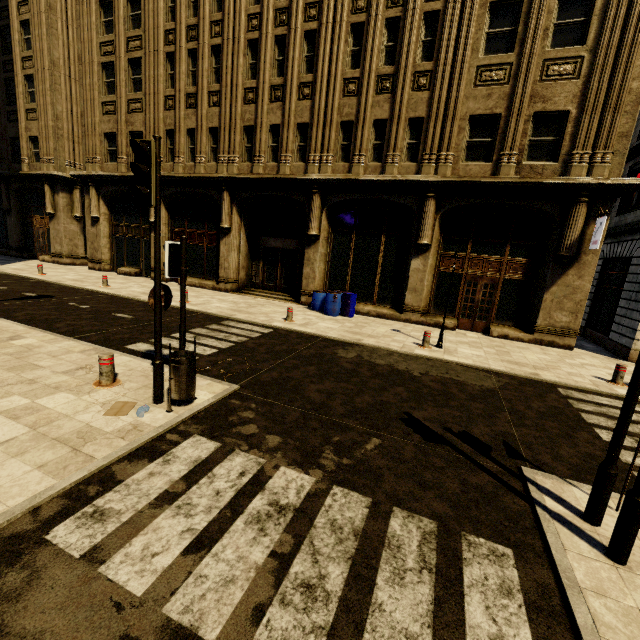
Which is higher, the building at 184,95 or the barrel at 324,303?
the building at 184,95

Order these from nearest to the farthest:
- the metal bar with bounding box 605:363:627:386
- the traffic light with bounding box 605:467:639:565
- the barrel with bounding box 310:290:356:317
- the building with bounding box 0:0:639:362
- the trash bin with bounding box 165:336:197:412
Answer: the traffic light with bounding box 605:467:639:565
the trash bin with bounding box 165:336:197:412
the metal bar with bounding box 605:363:627:386
the building with bounding box 0:0:639:362
the barrel with bounding box 310:290:356:317

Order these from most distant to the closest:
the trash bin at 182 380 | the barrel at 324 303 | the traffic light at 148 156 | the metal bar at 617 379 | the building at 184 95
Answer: the barrel at 324 303
the building at 184 95
the metal bar at 617 379
the trash bin at 182 380
the traffic light at 148 156

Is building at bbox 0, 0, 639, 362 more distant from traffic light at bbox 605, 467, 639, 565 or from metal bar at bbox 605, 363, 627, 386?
traffic light at bbox 605, 467, 639, 565

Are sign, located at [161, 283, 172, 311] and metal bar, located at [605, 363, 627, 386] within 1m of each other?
no

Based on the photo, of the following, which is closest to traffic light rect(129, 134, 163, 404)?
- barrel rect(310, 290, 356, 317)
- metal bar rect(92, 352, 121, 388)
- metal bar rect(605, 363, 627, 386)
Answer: metal bar rect(92, 352, 121, 388)

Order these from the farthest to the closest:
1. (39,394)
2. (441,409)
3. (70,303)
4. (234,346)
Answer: (70,303), (234,346), (441,409), (39,394)

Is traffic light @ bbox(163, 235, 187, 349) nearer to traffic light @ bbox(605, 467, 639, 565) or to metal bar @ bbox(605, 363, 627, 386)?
traffic light @ bbox(605, 467, 639, 565)
